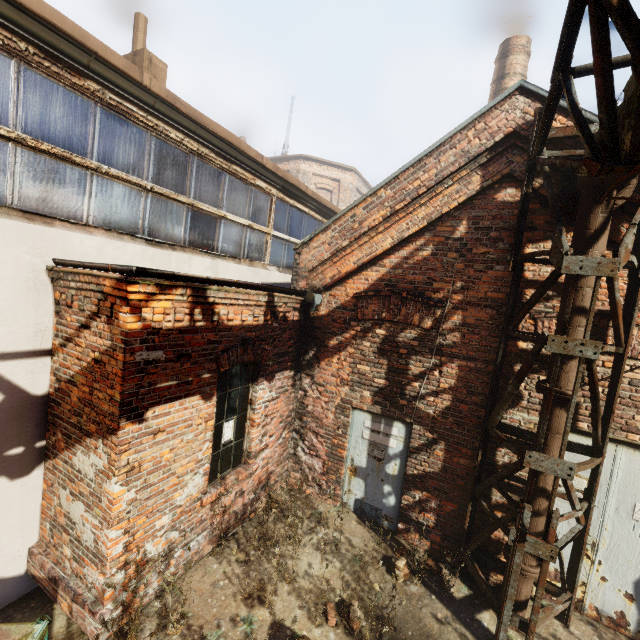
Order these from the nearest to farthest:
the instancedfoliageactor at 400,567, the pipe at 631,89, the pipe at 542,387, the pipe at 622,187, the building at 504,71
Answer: the pipe at 631,89 → the pipe at 622,187 → the pipe at 542,387 → the instancedfoliageactor at 400,567 → the building at 504,71

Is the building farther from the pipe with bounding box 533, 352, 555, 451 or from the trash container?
the trash container

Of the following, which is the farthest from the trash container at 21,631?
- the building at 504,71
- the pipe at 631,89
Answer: the building at 504,71

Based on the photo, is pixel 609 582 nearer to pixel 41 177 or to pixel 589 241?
pixel 589 241

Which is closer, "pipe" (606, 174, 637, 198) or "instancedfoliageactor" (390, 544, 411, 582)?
"pipe" (606, 174, 637, 198)

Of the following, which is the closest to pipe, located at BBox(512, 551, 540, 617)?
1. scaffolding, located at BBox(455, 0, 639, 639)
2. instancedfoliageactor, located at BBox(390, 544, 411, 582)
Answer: scaffolding, located at BBox(455, 0, 639, 639)

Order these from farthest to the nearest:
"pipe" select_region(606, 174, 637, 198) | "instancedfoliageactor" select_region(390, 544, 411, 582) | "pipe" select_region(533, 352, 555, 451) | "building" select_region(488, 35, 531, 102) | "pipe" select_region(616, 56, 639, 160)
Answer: "building" select_region(488, 35, 531, 102)
"instancedfoliageactor" select_region(390, 544, 411, 582)
"pipe" select_region(533, 352, 555, 451)
"pipe" select_region(606, 174, 637, 198)
"pipe" select_region(616, 56, 639, 160)

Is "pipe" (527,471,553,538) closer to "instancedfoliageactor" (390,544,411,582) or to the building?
"instancedfoliageactor" (390,544,411,582)
